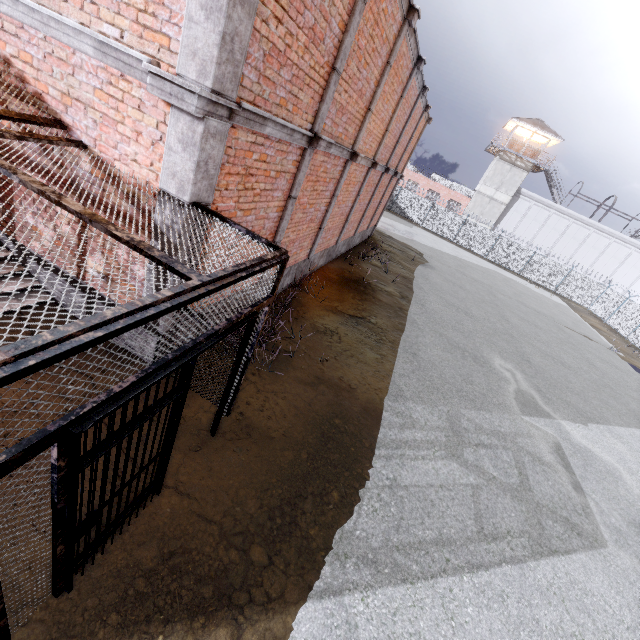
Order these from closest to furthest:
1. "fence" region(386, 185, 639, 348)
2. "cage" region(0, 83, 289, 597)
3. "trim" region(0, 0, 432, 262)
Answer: "cage" region(0, 83, 289, 597) < "trim" region(0, 0, 432, 262) < "fence" region(386, 185, 639, 348)

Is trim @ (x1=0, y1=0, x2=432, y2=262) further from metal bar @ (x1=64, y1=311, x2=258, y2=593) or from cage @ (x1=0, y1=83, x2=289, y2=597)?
metal bar @ (x1=64, y1=311, x2=258, y2=593)

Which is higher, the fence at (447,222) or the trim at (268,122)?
the trim at (268,122)

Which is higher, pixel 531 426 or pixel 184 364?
pixel 184 364

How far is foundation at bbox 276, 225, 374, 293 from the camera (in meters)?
9.18

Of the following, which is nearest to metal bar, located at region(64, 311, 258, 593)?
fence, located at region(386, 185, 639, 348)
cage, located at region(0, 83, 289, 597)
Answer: cage, located at region(0, 83, 289, 597)

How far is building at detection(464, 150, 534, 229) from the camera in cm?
3812

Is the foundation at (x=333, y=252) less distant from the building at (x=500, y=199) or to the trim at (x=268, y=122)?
the trim at (x=268, y=122)
